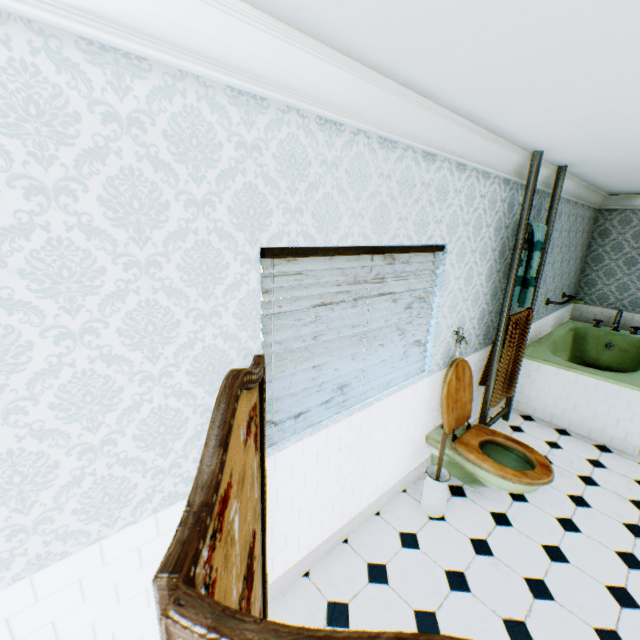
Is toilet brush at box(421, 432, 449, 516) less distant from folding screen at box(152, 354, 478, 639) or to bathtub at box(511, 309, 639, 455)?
folding screen at box(152, 354, 478, 639)

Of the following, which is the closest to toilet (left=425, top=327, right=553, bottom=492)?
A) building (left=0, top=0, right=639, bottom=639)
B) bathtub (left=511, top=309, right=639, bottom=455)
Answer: building (left=0, top=0, right=639, bottom=639)

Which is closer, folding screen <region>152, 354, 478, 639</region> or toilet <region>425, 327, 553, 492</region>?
folding screen <region>152, 354, 478, 639</region>

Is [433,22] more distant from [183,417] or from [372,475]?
[372,475]

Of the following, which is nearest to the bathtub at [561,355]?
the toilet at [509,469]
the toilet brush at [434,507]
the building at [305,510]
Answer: the building at [305,510]

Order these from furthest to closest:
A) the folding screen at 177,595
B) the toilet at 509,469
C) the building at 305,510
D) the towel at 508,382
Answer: the towel at 508,382 < the toilet at 509,469 < the building at 305,510 < the folding screen at 177,595

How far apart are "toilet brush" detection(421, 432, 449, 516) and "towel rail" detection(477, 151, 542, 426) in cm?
113

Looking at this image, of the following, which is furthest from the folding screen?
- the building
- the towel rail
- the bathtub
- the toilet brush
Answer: the bathtub
